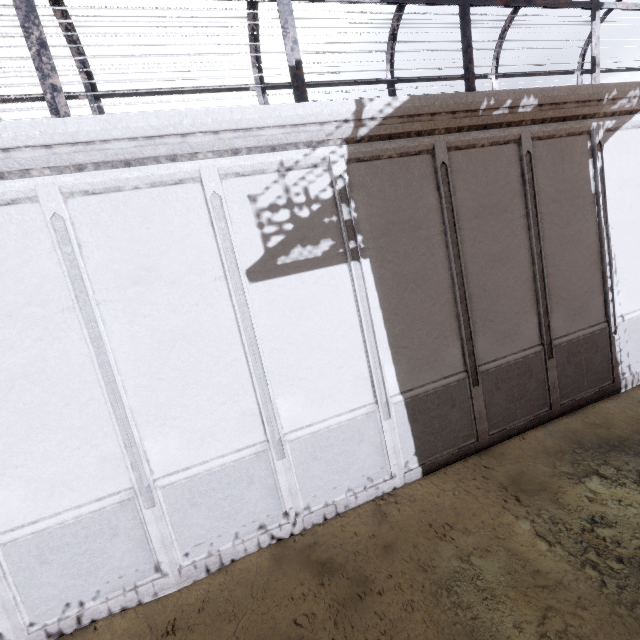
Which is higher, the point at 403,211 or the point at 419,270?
the point at 403,211
